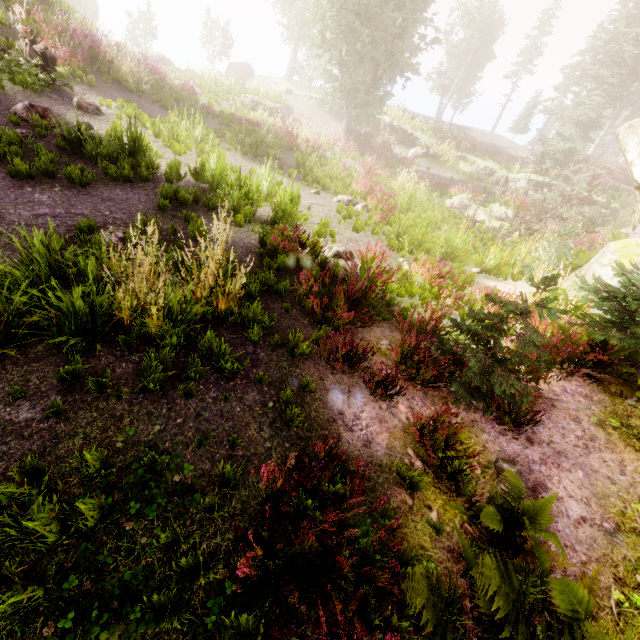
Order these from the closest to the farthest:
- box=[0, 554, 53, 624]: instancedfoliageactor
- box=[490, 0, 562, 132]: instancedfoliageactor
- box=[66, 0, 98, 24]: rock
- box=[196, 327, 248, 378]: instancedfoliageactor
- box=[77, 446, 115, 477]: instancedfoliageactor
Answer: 1. box=[0, 554, 53, 624]: instancedfoliageactor
2. box=[77, 446, 115, 477]: instancedfoliageactor
3. box=[196, 327, 248, 378]: instancedfoliageactor
4. box=[490, 0, 562, 132]: instancedfoliageactor
5. box=[66, 0, 98, 24]: rock

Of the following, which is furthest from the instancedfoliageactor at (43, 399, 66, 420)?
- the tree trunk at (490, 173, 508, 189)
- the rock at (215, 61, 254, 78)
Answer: the tree trunk at (490, 173, 508, 189)

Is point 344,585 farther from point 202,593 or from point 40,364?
point 40,364

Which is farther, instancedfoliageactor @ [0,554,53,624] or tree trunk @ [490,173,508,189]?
tree trunk @ [490,173,508,189]

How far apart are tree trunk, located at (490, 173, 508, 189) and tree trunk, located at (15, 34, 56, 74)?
25.2 meters

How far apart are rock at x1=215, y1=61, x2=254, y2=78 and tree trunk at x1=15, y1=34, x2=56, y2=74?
32.2 meters

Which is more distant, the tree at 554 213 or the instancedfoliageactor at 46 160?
the tree at 554 213

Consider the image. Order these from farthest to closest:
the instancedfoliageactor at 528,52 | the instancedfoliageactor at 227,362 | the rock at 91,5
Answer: the rock at 91,5
the instancedfoliageactor at 528,52
the instancedfoliageactor at 227,362
